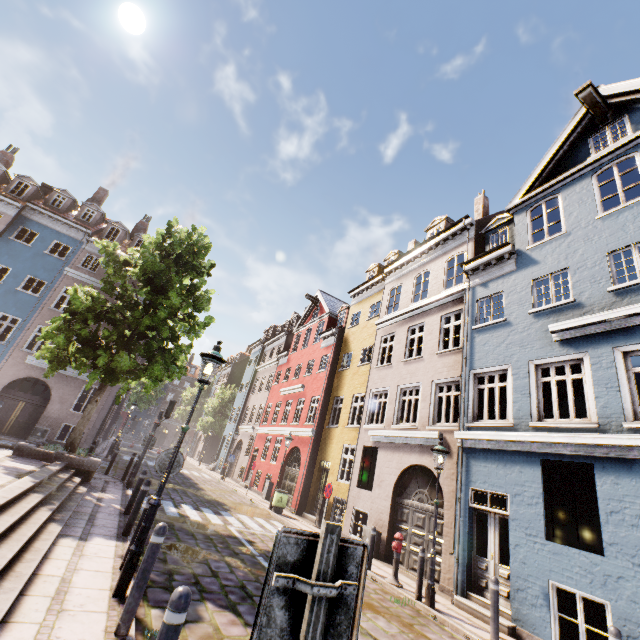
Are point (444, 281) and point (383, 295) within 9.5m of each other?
yes

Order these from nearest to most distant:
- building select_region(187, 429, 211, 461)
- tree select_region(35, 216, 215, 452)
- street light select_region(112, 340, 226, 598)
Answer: street light select_region(112, 340, 226, 598), tree select_region(35, 216, 215, 452), building select_region(187, 429, 211, 461)

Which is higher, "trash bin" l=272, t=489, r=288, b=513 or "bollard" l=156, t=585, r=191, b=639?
"bollard" l=156, t=585, r=191, b=639

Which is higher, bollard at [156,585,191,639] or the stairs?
bollard at [156,585,191,639]

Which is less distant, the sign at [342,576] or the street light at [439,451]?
the sign at [342,576]

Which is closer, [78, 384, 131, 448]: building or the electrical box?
the electrical box

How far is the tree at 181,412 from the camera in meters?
52.3

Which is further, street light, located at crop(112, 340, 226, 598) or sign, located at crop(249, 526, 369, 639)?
street light, located at crop(112, 340, 226, 598)
